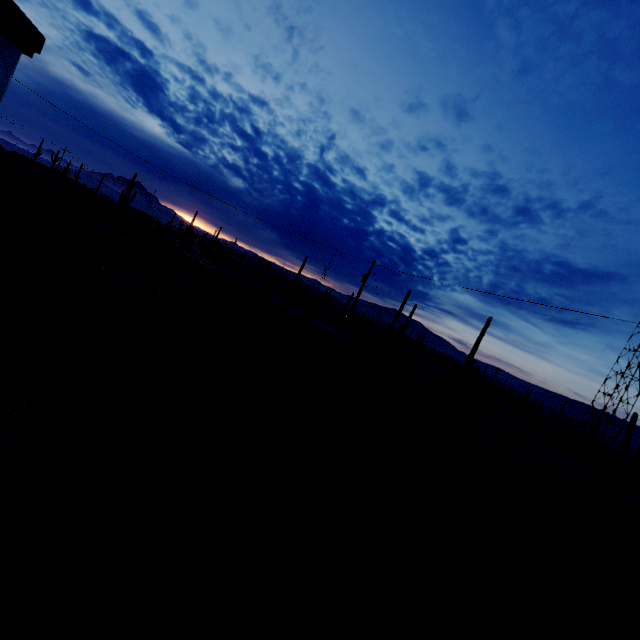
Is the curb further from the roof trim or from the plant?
the plant

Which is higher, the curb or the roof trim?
the roof trim

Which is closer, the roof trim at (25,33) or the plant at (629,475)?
the roof trim at (25,33)

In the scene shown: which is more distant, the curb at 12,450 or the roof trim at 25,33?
the curb at 12,450

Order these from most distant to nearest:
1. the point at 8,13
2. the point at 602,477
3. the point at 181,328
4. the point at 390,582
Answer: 1. the point at 602,477
2. the point at 181,328
3. the point at 390,582
4. the point at 8,13

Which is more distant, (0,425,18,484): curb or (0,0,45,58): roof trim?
(0,425,18,484): curb
